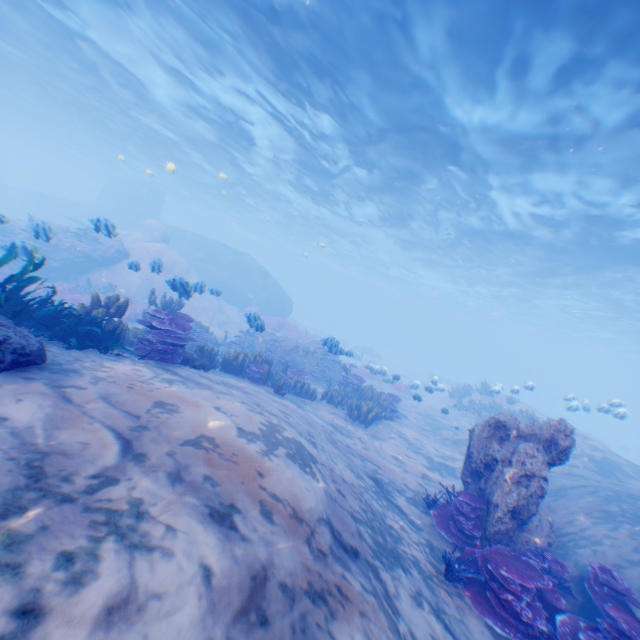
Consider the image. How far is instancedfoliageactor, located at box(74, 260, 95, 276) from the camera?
18.40m

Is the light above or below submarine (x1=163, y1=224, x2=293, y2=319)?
above

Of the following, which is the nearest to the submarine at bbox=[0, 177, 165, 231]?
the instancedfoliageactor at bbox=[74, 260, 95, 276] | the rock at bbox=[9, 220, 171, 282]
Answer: the rock at bbox=[9, 220, 171, 282]

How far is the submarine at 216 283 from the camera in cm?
3059

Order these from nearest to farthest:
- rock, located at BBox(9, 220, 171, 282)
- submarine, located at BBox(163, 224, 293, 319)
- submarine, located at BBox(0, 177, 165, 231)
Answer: rock, located at BBox(9, 220, 171, 282)
submarine, located at BBox(163, 224, 293, 319)
submarine, located at BBox(0, 177, 165, 231)

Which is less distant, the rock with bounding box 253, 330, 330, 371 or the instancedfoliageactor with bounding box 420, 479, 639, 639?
the instancedfoliageactor with bounding box 420, 479, 639, 639

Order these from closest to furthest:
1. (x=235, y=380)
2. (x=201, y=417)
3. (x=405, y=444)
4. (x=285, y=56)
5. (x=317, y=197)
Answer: (x=201, y=417), (x=235, y=380), (x=405, y=444), (x=285, y=56), (x=317, y=197)

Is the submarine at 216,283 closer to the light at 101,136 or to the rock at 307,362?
the light at 101,136
